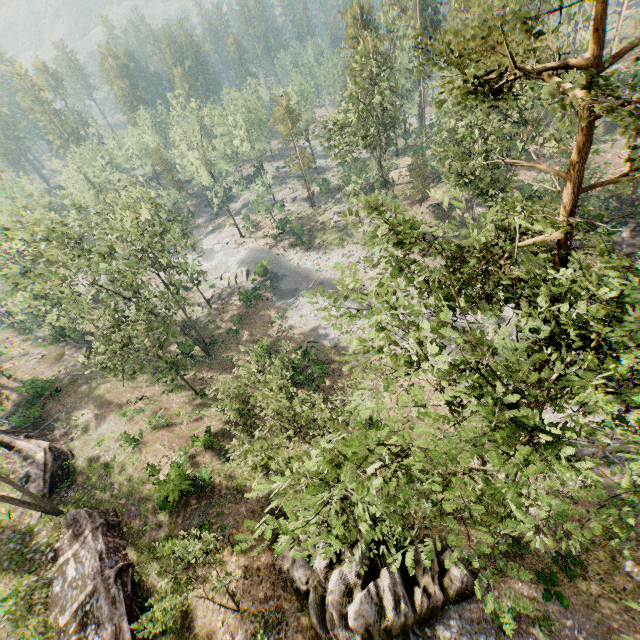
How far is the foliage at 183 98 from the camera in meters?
45.4

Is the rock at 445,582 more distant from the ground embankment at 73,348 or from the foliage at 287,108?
the ground embankment at 73,348

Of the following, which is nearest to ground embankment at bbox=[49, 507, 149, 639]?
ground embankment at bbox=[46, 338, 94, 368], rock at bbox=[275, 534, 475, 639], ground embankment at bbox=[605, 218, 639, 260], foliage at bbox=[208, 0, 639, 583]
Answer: rock at bbox=[275, 534, 475, 639]

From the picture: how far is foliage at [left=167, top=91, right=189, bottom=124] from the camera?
45.4m

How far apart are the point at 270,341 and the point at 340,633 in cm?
2672

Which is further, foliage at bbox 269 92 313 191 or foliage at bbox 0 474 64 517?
foliage at bbox 269 92 313 191

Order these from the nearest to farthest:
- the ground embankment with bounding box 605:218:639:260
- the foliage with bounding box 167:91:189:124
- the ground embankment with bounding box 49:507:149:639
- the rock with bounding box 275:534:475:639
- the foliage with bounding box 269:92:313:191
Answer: the rock with bounding box 275:534:475:639 < the ground embankment with bounding box 49:507:149:639 < the ground embankment with bounding box 605:218:639:260 < the foliage with bounding box 167:91:189:124 < the foliage with bounding box 269:92:313:191

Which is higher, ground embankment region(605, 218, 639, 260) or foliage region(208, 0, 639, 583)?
foliage region(208, 0, 639, 583)
